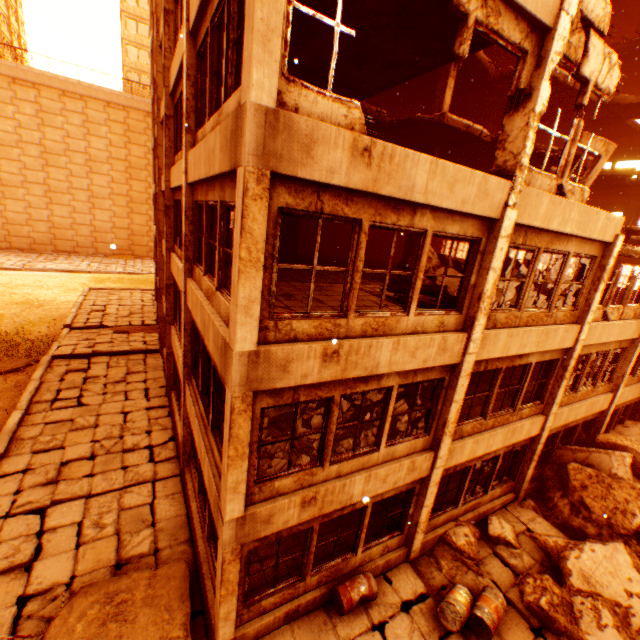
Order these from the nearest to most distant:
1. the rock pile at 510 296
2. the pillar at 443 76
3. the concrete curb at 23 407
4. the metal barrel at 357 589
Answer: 1. the metal barrel at 357 589
2. the rock pile at 510 296
3. the concrete curb at 23 407
4. the pillar at 443 76

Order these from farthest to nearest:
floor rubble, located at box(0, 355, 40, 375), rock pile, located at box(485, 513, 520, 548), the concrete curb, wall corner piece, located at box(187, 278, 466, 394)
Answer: floor rubble, located at box(0, 355, 40, 375)
the concrete curb
rock pile, located at box(485, 513, 520, 548)
wall corner piece, located at box(187, 278, 466, 394)

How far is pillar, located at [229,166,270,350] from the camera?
3.85m

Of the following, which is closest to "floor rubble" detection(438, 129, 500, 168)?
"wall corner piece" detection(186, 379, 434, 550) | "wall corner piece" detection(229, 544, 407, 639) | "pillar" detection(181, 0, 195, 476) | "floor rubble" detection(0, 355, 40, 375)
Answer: "pillar" detection(181, 0, 195, 476)

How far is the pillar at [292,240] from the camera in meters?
14.6 m

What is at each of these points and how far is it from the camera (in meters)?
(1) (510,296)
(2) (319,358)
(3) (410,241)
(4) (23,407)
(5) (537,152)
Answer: (1) rock pile, 10.07
(2) wall corner piece, 5.12
(3) pillar, 14.88
(4) concrete curb, 12.20
(5) floor rubble, 11.29

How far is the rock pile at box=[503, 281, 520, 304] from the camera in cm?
976

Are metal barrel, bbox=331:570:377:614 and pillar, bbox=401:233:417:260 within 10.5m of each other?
no
